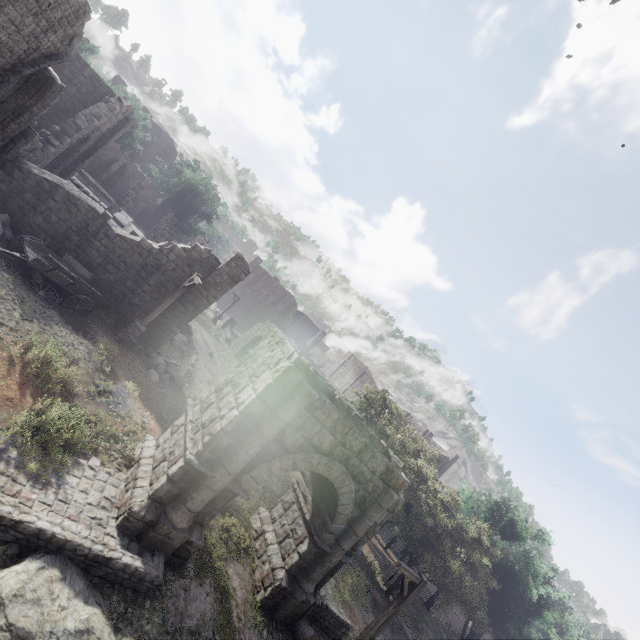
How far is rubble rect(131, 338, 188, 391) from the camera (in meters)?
15.30

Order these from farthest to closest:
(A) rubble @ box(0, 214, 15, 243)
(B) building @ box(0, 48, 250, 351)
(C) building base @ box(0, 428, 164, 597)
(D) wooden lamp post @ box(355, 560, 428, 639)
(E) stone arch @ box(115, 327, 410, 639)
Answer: (B) building @ box(0, 48, 250, 351), (A) rubble @ box(0, 214, 15, 243), (D) wooden lamp post @ box(355, 560, 428, 639), (E) stone arch @ box(115, 327, 410, 639), (C) building base @ box(0, 428, 164, 597)

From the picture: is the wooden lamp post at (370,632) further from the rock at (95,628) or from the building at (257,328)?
the building at (257,328)

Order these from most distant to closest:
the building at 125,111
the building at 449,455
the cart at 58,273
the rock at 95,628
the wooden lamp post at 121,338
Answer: the building at 449,455 < the wooden lamp post at 121,338 < the building at 125,111 < the cart at 58,273 < the rock at 95,628

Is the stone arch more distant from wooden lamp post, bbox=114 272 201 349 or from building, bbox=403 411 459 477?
wooden lamp post, bbox=114 272 201 349

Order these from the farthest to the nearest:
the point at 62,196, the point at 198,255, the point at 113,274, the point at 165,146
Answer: the point at 165,146 → the point at 198,255 → the point at 113,274 → the point at 62,196

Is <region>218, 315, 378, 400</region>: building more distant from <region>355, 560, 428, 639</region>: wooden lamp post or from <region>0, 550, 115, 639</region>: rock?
<region>355, 560, 428, 639</region>: wooden lamp post

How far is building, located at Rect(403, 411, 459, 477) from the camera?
44.1 meters
